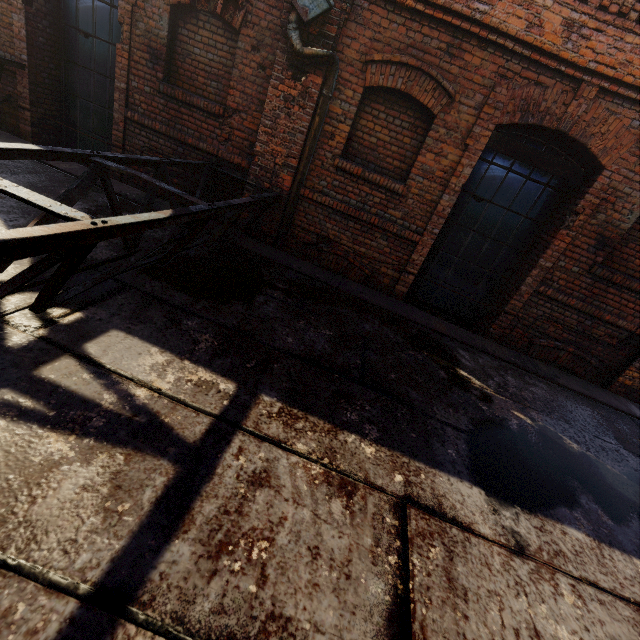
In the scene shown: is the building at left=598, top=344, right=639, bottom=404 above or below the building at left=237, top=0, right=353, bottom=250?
below

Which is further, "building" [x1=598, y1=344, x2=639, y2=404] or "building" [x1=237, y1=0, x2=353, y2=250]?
"building" [x1=598, y1=344, x2=639, y2=404]

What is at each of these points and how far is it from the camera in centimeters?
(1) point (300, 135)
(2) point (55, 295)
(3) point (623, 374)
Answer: (1) building, 466cm
(2) scaffolding, 224cm
(3) building, 509cm

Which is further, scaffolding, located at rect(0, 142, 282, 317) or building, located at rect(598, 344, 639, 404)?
building, located at rect(598, 344, 639, 404)

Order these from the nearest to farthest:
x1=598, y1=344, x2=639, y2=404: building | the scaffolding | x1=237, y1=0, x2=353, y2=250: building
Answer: the scaffolding < x1=237, y1=0, x2=353, y2=250: building < x1=598, y1=344, x2=639, y2=404: building

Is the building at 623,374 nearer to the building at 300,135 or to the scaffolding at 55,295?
the scaffolding at 55,295

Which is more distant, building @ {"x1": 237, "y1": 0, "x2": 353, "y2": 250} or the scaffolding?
building @ {"x1": 237, "y1": 0, "x2": 353, "y2": 250}
